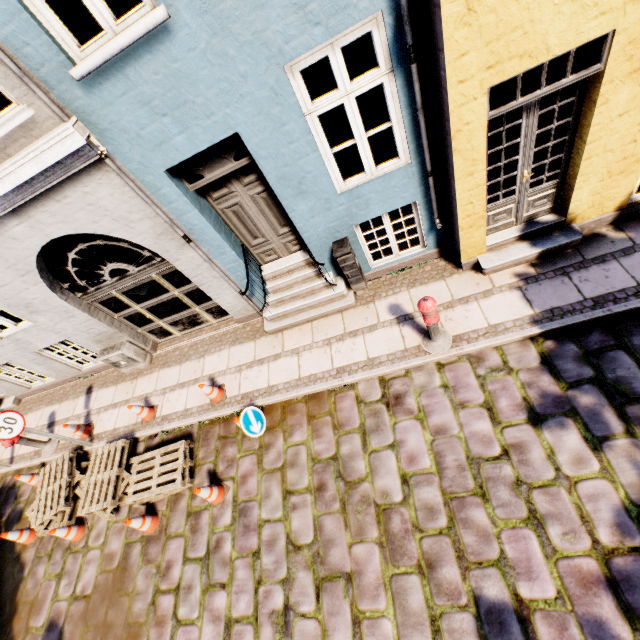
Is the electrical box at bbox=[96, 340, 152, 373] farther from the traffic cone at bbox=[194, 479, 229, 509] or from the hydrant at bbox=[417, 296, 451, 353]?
the hydrant at bbox=[417, 296, 451, 353]

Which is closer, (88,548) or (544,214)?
(544,214)

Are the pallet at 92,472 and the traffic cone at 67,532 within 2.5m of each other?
yes

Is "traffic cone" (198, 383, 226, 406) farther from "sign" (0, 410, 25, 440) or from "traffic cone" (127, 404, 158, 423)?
"sign" (0, 410, 25, 440)

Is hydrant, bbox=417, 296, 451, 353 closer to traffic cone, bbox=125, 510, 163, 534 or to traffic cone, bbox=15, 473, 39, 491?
traffic cone, bbox=125, 510, 163, 534

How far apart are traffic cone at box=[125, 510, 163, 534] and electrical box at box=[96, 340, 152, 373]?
3.3 meters

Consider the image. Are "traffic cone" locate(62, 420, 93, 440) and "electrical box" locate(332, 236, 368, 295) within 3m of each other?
no

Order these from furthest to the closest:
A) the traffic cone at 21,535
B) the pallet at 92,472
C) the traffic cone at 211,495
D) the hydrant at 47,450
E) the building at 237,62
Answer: the hydrant at 47,450, the traffic cone at 21,535, the pallet at 92,472, the traffic cone at 211,495, the building at 237,62
